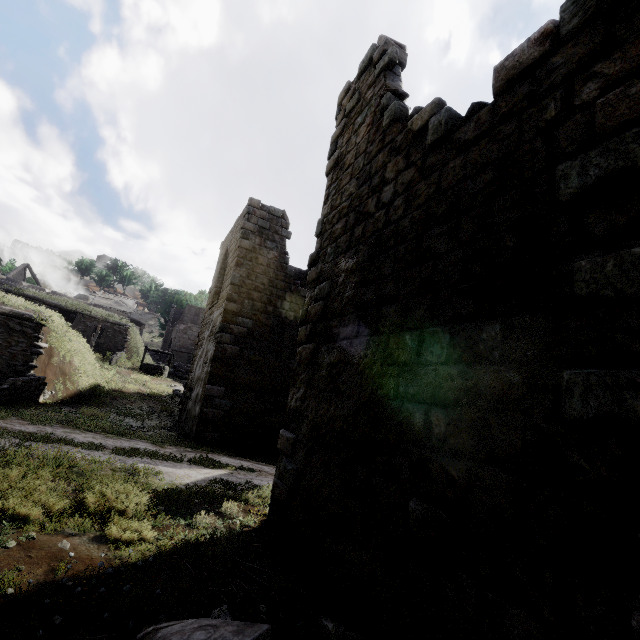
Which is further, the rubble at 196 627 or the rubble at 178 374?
the rubble at 178 374

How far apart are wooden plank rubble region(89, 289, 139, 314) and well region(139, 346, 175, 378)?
24.85m

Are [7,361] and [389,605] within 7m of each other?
no

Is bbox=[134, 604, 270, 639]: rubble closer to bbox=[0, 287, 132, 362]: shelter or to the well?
the well

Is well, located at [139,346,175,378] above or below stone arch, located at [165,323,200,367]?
below

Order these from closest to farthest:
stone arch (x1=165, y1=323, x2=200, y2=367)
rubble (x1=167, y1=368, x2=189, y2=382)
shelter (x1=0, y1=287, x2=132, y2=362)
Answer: shelter (x1=0, y1=287, x2=132, y2=362)
rubble (x1=167, y1=368, x2=189, y2=382)
stone arch (x1=165, y1=323, x2=200, y2=367)

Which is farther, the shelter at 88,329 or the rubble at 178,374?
the rubble at 178,374

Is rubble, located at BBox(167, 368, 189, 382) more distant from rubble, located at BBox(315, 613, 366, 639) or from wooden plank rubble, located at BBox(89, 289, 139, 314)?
wooden plank rubble, located at BBox(89, 289, 139, 314)
